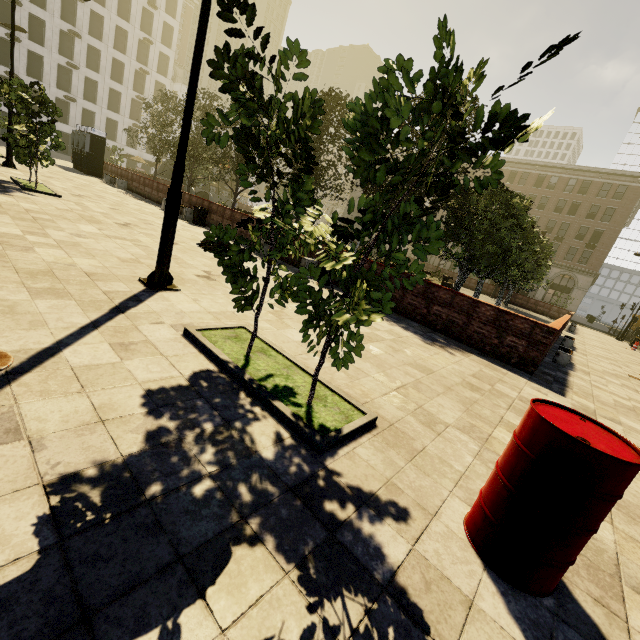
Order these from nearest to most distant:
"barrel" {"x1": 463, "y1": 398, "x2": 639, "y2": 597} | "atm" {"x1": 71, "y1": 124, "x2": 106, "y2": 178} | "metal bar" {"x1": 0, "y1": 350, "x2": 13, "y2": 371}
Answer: "barrel" {"x1": 463, "y1": 398, "x2": 639, "y2": 597}
"metal bar" {"x1": 0, "y1": 350, "x2": 13, "y2": 371}
"atm" {"x1": 71, "y1": 124, "x2": 106, "y2": 178}

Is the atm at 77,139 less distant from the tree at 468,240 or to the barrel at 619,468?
the tree at 468,240

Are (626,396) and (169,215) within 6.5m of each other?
no

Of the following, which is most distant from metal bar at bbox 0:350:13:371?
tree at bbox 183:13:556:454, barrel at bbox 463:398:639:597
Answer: tree at bbox 183:13:556:454

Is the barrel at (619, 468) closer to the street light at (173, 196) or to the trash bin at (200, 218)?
the street light at (173, 196)

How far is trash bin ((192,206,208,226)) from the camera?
15.4 meters

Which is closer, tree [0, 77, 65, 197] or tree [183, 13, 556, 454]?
tree [183, 13, 556, 454]

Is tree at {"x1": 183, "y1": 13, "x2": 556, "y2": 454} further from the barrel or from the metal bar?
the metal bar
